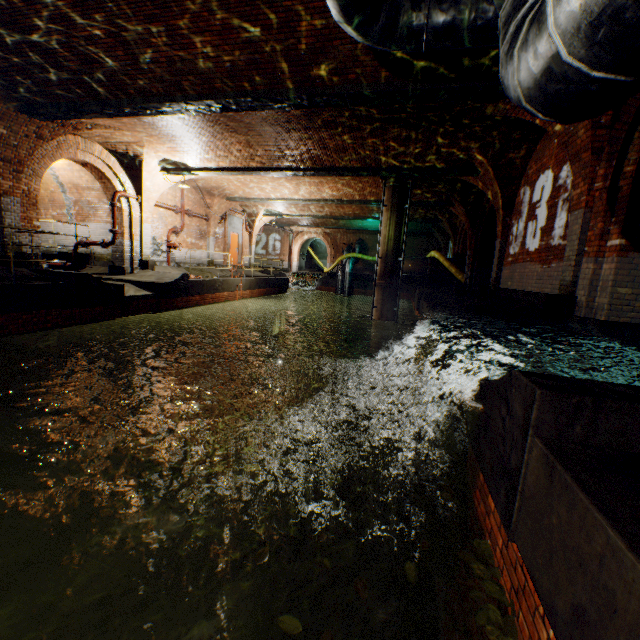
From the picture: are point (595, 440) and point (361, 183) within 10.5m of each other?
no

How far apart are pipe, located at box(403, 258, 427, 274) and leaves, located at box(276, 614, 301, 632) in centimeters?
1906cm

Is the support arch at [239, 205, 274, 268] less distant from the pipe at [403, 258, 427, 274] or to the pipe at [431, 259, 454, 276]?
the pipe at [403, 258, 427, 274]

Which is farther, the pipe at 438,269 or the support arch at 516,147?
the pipe at 438,269

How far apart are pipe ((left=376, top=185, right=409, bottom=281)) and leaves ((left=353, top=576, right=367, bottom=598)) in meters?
12.4 m

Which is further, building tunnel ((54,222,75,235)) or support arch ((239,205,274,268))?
support arch ((239,205,274,268))

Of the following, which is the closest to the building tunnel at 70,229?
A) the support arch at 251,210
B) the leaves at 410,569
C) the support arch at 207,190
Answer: the support arch at 207,190

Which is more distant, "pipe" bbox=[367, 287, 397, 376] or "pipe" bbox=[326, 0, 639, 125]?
"pipe" bbox=[367, 287, 397, 376]
